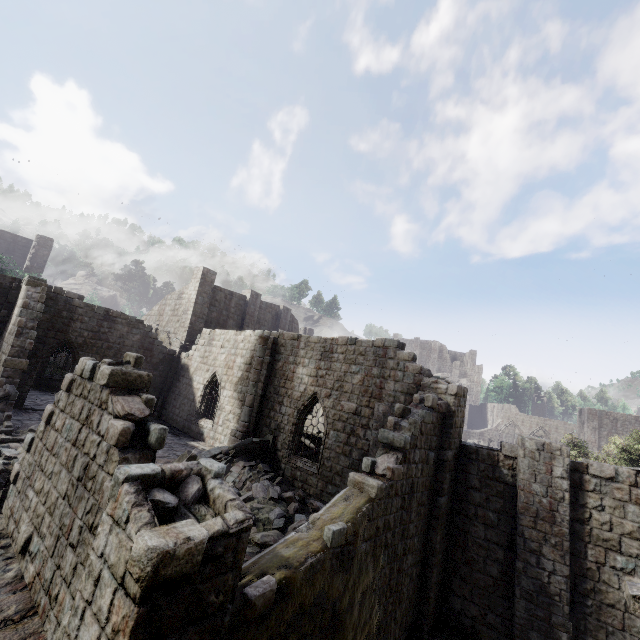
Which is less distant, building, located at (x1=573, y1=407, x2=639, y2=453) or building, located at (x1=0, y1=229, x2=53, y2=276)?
building, located at (x1=0, y1=229, x2=53, y2=276)

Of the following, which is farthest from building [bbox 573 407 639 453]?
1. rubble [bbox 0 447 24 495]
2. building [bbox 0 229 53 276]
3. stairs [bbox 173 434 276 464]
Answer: building [bbox 0 229 53 276]

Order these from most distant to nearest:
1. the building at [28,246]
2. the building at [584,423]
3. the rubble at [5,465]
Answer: the building at [584,423] → the building at [28,246] → the rubble at [5,465]

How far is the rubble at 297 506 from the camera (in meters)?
8.84

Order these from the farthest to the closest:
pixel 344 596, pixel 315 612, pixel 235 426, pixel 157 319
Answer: pixel 157 319 → pixel 235 426 → pixel 344 596 → pixel 315 612

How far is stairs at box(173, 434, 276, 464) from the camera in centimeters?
1323cm

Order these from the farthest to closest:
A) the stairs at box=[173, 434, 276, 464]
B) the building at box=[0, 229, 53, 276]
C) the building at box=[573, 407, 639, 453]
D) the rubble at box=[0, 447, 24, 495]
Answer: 1. the building at box=[573, 407, 639, 453]
2. the building at box=[0, 229, 53, 276]
3. the stairs at box=[173, 434, 276, 464]
4. the rubble at box=[0, 447, 24, 495]

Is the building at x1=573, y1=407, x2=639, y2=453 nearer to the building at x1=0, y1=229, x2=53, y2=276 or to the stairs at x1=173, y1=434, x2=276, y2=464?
the stairs at x1=173, y1=434, x2=276, y2=464
